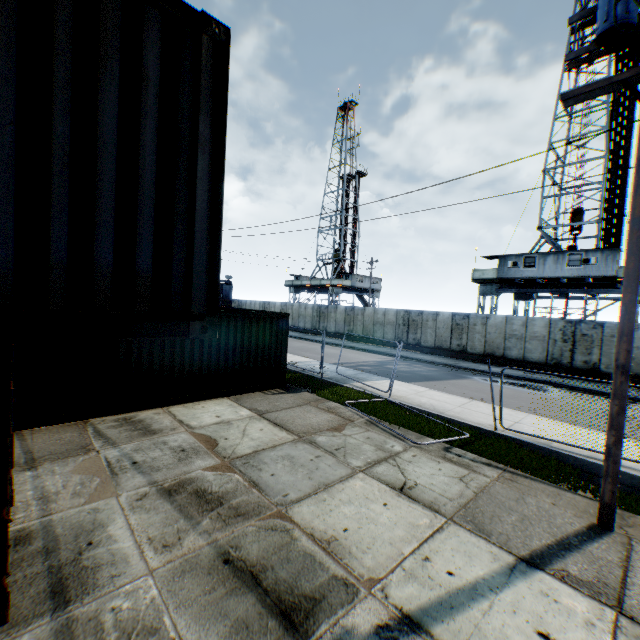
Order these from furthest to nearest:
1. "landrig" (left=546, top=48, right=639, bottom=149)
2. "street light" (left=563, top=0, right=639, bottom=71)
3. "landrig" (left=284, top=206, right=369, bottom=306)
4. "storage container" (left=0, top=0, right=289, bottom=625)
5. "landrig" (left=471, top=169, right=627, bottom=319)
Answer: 1. "landrig" (left=284, top=206, right=369, bottom=306)
2. "landrig" (left=546, top=48, right=639, bottom=149)
3. "landrig" (left=471, top=169, right=627, bottom=319)
4. "street light" (left=563, top=0, right=639, bottom=71)
5. "storage container" (left=0, top=0, right=289, bottom=625)

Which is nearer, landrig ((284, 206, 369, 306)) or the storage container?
the storage container

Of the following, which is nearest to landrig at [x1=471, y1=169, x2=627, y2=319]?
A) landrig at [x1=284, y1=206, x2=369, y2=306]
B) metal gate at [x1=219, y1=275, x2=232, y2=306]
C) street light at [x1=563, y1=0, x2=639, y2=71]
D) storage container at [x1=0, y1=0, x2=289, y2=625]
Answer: street light at [x1=563, y1=0, x2=639, y2=71]

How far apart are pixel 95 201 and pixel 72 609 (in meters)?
4.23

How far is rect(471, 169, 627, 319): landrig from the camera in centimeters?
2114cm

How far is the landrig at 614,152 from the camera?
23.58m

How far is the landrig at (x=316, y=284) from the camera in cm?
4603

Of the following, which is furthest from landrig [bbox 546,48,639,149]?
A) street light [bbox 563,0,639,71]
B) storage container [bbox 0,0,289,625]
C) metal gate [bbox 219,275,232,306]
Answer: metal gate [bbox 219,275,232,306]
